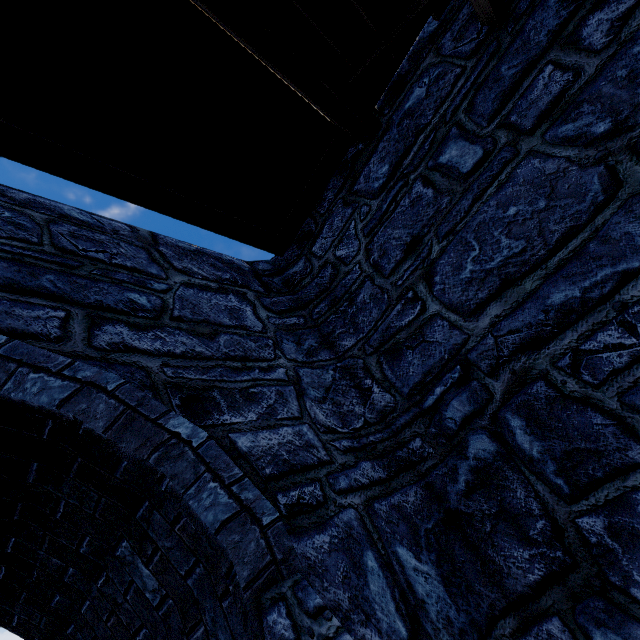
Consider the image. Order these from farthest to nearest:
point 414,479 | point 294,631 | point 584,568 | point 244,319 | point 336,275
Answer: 1. point 336,275
2. point 244,319
3. point 414,479
4. point 584,568
5. point 294,631
